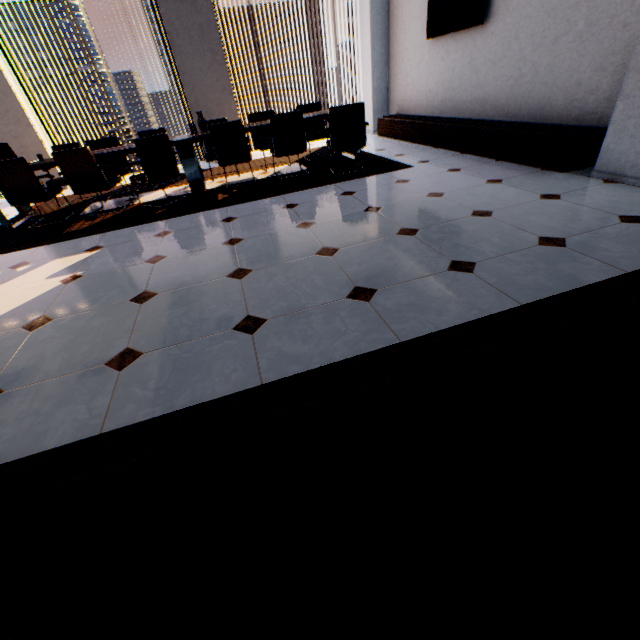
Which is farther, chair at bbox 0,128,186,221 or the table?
the table

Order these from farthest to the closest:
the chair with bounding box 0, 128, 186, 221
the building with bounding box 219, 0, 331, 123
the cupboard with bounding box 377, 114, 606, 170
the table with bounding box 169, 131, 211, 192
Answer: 1. the building with bounding box 219, 0, 331, 123
2. the table with bounding box 169, 131, 211, 192
3. the chair with bounding box 0, 128, 186, 221
4. the cupboard with bounding box 377, 114, 606, 170

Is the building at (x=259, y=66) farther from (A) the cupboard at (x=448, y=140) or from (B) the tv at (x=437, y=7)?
(B) the tv at (x=437, y=7)

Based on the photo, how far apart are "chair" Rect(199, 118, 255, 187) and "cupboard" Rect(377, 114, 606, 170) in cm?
308

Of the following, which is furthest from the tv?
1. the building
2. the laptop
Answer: the building

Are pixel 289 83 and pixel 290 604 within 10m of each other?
no

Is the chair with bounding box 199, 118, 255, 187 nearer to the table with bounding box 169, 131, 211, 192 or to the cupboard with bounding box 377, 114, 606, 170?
the table with bounding box 169, 131, 211, 192

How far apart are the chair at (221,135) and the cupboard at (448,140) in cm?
308
